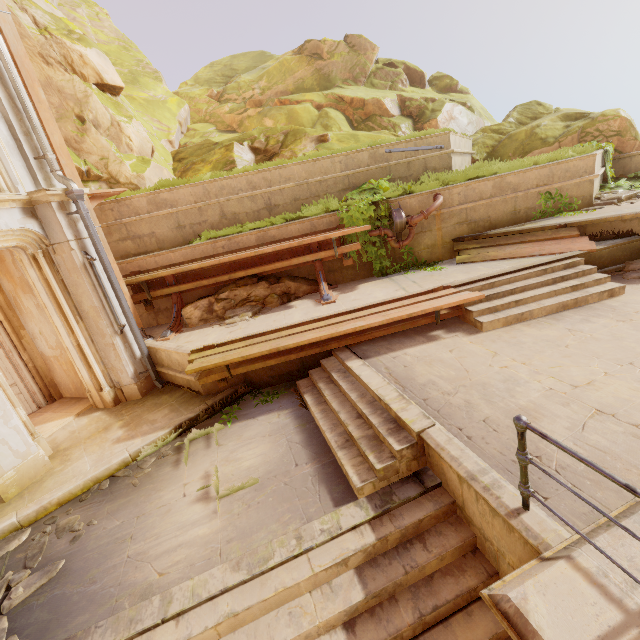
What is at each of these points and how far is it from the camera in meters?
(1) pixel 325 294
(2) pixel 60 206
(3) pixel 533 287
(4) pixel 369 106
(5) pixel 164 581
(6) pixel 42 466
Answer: (1) wood, 7.9 m
(2) column, 6.1 m
(3) stairs, 6.6 m
(4) rock, 16.0 m
(5) building, 3.5 m
(6) column, 5.4 m

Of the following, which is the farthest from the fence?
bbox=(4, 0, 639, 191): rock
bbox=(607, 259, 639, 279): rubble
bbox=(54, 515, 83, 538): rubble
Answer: bbox=(4, 0, 639, 191): rock

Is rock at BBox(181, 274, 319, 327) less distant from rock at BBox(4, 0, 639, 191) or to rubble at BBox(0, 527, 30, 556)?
rubble at BBox(0, 527, 30, 556)

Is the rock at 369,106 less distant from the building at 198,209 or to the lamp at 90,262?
the building at 198,209

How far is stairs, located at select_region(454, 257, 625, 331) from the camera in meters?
6.1 m

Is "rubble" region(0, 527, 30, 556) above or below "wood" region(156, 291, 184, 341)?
below

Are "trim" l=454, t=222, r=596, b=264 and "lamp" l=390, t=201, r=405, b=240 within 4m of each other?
yes

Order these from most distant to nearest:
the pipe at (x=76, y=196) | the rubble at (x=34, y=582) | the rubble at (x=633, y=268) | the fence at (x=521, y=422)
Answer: the rubble at (x=633, y=268)
the pipe at (x=76, y=196)
the rubble at (x=34, y=582)
the fence at (x=521, y=422)
